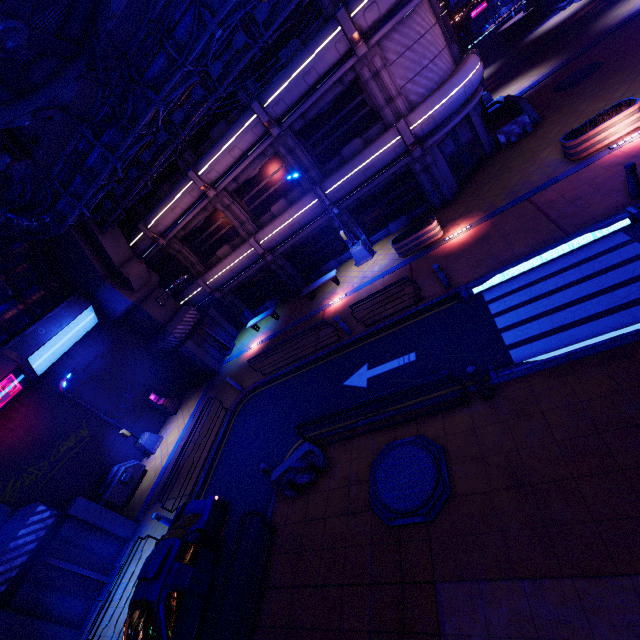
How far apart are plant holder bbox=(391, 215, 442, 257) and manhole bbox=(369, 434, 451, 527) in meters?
9.3

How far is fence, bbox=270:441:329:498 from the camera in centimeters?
916cm

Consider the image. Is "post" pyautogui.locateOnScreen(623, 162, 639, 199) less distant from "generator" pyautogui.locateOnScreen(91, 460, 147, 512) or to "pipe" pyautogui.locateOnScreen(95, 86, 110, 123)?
"pipe" pyautogui.locateOnScreen(95, 86, 110, 123)

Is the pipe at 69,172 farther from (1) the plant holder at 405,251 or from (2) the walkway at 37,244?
(1) the plant holder at 405,251

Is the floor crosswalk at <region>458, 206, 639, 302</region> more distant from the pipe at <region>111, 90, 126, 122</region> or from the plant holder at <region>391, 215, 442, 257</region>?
the pipe at <region>111, 90, 126, 122</region>

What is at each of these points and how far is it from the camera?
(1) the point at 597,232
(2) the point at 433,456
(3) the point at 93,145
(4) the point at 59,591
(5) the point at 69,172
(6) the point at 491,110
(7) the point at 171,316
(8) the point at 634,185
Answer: (1) floor crosswalk, 9.19m
(2) manhole, 7.43m
(3) pipe, 10.44m
(4) pillar, 11.21m
(5) pipe, 11.02m
(6) tunnel, 21.95m
(7) pillar, 20.62m
(8) post, 8.86m

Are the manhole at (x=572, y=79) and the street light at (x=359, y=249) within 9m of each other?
no

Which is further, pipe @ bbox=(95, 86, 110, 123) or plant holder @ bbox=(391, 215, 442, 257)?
plant holder @ bbox=(391, 215, 442, 257)
